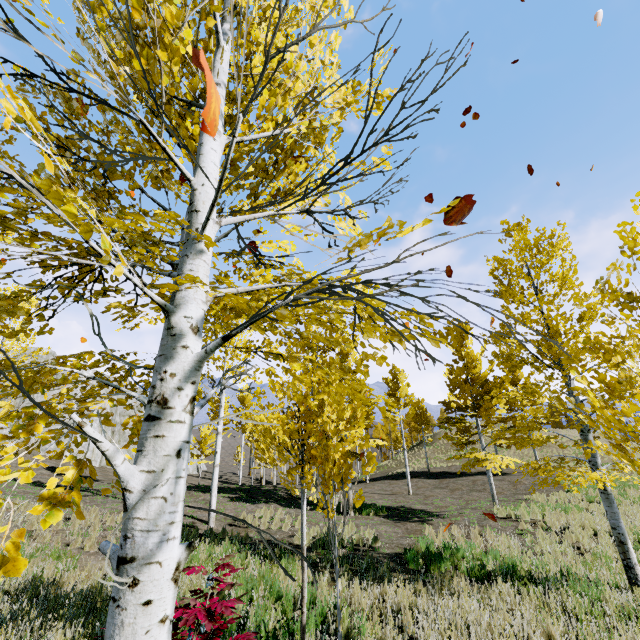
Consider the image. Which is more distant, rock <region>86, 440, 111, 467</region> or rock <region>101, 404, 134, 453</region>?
rock <region>101, 404, 134, 453</region>

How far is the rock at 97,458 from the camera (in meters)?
28.09

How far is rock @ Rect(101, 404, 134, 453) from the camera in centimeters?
3197cm

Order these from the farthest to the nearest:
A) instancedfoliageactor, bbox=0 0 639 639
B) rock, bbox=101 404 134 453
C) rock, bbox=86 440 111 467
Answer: rock, bbox=101 404 134 453, rock, bbox=86 440 111 467, instancedfoliageactor, bbox=0 0 639 639

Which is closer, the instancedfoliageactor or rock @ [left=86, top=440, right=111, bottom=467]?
the instancedfoliageactor

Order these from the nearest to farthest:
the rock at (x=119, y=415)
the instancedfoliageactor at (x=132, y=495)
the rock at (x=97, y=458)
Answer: the instancedfoliageactor at (x=132, y=495) → the rock at (x=97, y=458) → the rock at (x=119, y=415)

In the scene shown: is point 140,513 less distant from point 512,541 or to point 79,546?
point 79,546
